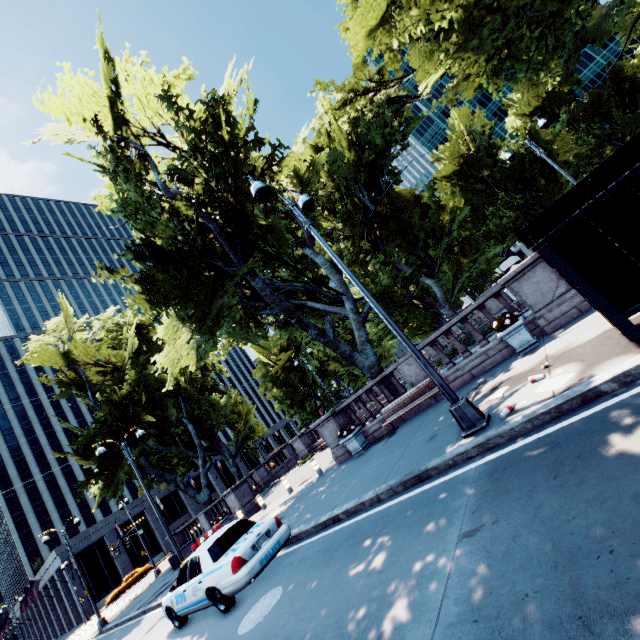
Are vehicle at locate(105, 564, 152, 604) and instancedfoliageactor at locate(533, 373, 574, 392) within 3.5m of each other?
no

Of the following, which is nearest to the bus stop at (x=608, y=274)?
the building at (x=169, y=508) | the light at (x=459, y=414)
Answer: the light at (x=459, y=414)

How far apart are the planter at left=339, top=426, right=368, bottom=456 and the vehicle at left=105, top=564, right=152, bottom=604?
44.59m

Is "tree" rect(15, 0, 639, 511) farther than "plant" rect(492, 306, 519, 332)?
Yes

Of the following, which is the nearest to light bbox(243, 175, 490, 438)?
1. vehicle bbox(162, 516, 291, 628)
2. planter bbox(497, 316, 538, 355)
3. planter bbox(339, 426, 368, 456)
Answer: planter bbox(497, 316, 538, 355)

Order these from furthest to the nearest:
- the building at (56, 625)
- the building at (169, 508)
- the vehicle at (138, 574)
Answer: the building at (169, 508) → the building at (56, 625) → the vehicle at (138, 574)

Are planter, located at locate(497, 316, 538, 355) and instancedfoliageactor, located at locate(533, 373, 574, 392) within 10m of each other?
yes

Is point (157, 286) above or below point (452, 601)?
above
